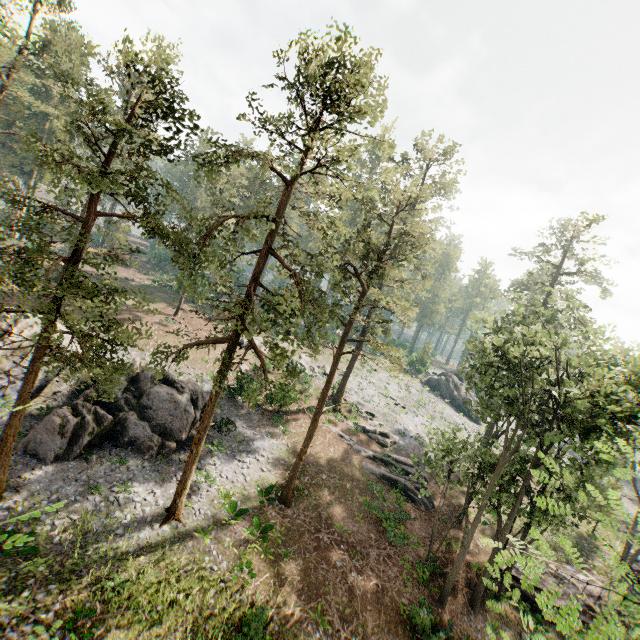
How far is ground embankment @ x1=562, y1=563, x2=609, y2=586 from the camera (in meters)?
24.64

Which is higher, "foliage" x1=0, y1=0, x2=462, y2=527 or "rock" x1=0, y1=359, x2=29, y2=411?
"foliage" x1=0, y1=0, x2=462, y2=527

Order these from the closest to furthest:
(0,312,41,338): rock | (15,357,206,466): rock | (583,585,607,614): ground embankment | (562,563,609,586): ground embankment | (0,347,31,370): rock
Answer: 1. (15,357,206,466): rock
2. (0,347,31,370): rock
3. (0,312,41,338): rock
4. (583,585,607,614): ground embankment
5. (562,563,609,586): ground embankment

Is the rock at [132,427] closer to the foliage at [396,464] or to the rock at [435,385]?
the foliage at [396,464]

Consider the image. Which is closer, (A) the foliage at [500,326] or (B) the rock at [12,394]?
(A) the foliage at [500,326]

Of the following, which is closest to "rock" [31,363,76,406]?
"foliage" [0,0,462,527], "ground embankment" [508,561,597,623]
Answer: "foliage" [0,0,462,527]

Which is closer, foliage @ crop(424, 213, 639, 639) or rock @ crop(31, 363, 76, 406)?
foliage @ crop(424, 213, 639, 639)

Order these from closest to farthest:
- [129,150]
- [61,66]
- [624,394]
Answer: [129,150], [61,66], [624,394]
